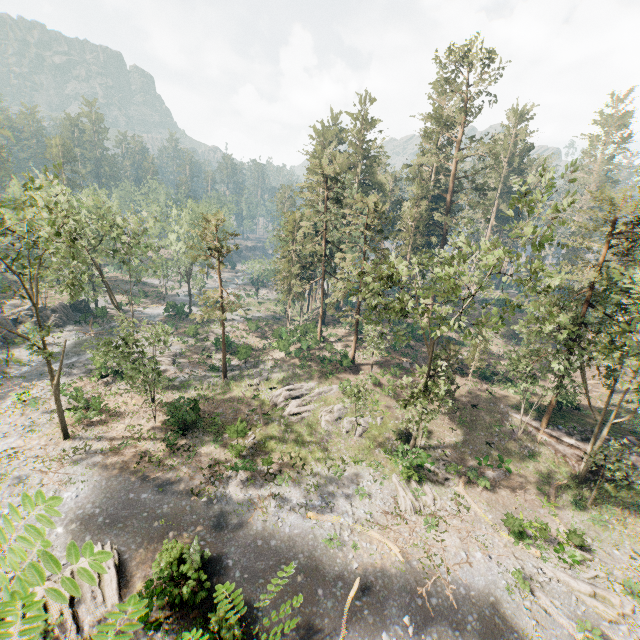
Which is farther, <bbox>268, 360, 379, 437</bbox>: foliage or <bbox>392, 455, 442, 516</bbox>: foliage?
<bbox>268, 360, 379, 437</bbox>: foliage

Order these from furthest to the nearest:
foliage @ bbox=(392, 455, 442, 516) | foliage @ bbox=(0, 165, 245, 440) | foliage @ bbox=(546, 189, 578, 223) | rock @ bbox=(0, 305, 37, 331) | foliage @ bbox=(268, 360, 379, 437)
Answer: rock @ bbox=(0, 305, 37, 331) → foliage @ bbox=(268, 360, 379, 437) → foliage @ bbox=(392, 455, 442, 516) → foliage @ bbox=(0, 165, 245, 440) → foliage @ bbox=(546, 189, 578, 223)

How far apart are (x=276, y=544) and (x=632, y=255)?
31.00m

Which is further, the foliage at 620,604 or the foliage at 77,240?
the foliage at 77,240

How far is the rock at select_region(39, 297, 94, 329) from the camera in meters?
46.6 m

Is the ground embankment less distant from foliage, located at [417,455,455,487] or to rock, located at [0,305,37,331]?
foliage, located at [417,455,455,487]

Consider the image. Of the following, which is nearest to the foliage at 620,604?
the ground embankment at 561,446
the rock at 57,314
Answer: the ground embankment at 561,446

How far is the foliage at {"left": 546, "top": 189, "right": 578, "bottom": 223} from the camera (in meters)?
16.59
